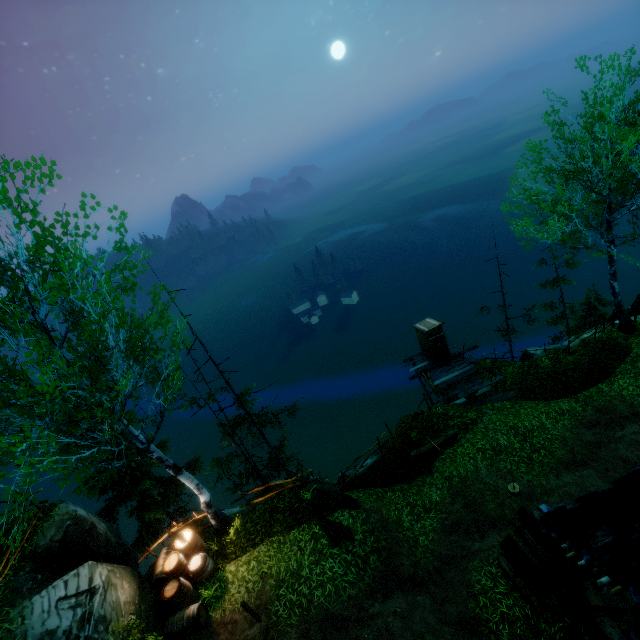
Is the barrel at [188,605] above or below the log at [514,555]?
above

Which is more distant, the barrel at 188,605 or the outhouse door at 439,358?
the outhouse door at 439,358

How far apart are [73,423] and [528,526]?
16.5m

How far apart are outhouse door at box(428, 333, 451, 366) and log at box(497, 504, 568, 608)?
9.9 meters

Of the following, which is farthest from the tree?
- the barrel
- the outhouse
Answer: the barrel

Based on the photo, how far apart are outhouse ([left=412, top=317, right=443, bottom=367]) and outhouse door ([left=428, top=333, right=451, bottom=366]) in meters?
0.0 m

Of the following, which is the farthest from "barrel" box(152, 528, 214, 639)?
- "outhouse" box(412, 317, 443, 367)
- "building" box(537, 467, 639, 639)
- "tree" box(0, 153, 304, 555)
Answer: "tree" box(0, 153, 304, 555)

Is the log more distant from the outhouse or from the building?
the outhouse
